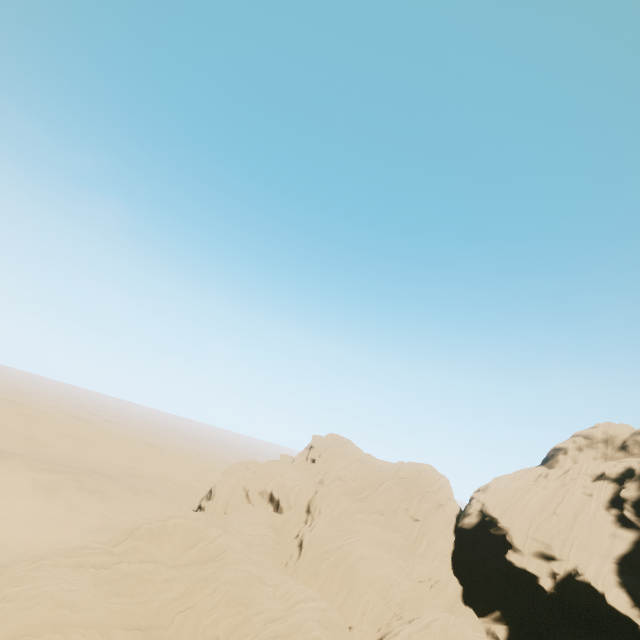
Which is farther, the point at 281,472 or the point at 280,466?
the point at 280,466
